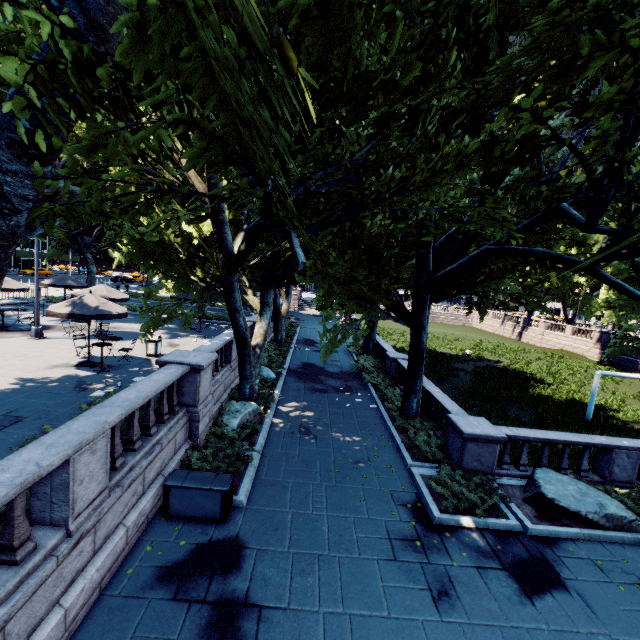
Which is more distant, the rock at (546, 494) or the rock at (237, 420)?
the rock at (237, 420)

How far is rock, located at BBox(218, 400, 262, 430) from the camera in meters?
11.7 m

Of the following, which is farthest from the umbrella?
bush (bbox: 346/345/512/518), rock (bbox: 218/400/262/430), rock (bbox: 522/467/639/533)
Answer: rock (bbox: 522/467/639/533)

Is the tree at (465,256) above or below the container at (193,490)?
above

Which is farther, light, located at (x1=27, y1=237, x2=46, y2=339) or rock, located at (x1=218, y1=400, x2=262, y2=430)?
light, located at (x1=27, y1=237, x2=46, y2=339)

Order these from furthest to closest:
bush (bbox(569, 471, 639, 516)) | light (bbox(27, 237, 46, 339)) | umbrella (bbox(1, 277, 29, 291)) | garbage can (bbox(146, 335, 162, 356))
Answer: umbrella (bbox(1, 277, 29, 291))
light (bbox(27, 237, 46, 339))
garbage can (bbox(146, 335, 162, 356))
bush (bbox(569, 471, 639, 516))

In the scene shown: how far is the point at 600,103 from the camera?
4.63m

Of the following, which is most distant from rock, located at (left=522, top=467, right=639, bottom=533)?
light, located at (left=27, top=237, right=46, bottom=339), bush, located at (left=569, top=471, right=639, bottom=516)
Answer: light, located at (left=27, top=237, right=46, bottom=339)
